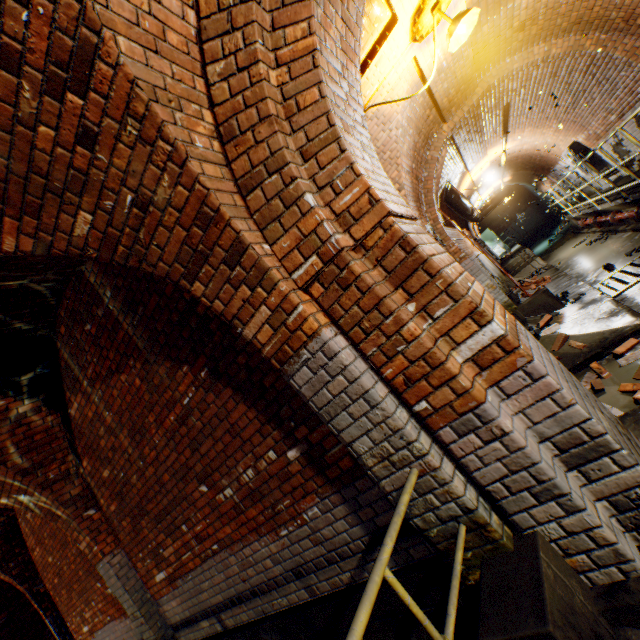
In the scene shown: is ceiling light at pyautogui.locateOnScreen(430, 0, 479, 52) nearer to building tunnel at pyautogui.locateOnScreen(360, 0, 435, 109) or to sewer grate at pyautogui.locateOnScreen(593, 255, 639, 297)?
building tunnel at pyautogui.locateOnScreen(360, 0, 435, 109)

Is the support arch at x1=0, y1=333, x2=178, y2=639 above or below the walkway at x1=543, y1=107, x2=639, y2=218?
above

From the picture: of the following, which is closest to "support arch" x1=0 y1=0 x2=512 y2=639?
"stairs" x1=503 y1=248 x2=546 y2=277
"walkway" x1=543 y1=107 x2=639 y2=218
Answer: "walkway" x1=543 y1=107 x2=639 y2=218

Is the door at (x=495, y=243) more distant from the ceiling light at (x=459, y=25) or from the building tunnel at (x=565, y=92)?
the ceiling light at (x=459, y=25)

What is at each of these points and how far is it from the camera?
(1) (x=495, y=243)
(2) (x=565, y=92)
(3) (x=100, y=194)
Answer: (1) door, 21.5m
(2) building tunnel, 7.9m
(3) support arch, 2.0m

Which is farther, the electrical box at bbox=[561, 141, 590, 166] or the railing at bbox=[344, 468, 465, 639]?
the electrical box at bbox=[561, 141, 590, 166]

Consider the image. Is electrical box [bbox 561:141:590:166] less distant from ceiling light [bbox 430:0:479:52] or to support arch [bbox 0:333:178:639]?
ceiling light [bbox 430:0:479:52]

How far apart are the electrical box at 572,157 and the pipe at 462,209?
3.25m
